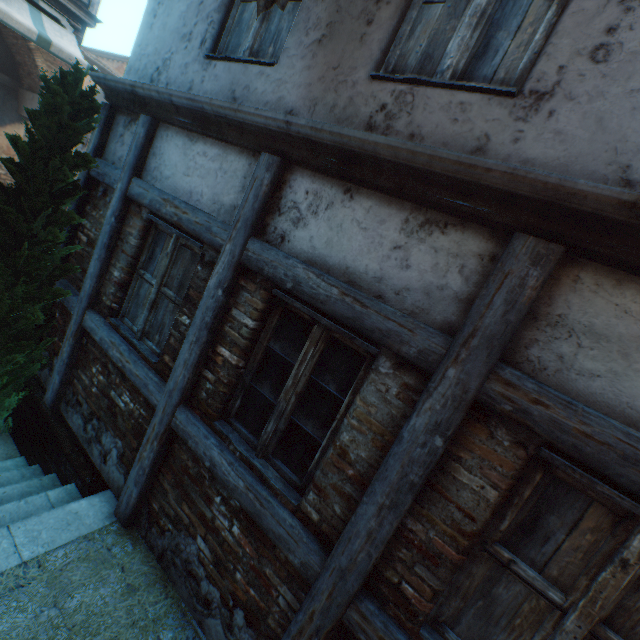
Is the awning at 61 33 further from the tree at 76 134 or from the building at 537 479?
the building at 537 479

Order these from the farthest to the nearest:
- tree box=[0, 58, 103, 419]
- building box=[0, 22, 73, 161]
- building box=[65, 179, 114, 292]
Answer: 1. building box=[0, 22, 73, 161]
2. building box=[65, 179, 114, 292]
3. tree box=[0, 58, 103, 419]

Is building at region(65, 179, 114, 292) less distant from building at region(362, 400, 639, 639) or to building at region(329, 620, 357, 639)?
building at region(362, 400, 639, 639)

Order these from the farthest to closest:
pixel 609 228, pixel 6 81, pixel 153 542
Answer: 1. pixel 6 81
2. pixel 153 542
3. pixel 609 228

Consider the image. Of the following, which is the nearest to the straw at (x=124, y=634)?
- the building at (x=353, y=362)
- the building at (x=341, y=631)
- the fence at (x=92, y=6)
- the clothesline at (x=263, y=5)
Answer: the building at (x=341, y=631)

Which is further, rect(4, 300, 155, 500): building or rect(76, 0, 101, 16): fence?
rect(76, 0, 101, 16): fence

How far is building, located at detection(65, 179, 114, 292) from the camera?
4.0 meters

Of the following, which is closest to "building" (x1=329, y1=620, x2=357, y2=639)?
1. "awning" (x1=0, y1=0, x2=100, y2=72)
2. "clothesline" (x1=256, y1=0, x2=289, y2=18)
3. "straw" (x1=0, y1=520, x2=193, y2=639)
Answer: "straw" (x1=0, y1=520, x2=193, y2=639)
